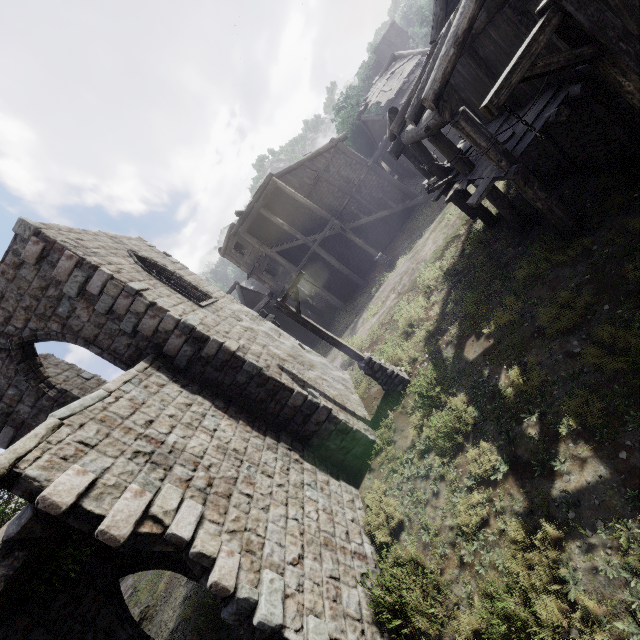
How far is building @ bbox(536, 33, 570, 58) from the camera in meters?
6.6 m

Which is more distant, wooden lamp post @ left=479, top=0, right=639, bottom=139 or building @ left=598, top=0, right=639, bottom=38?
building @ left=598, top=0, right=639, bottom=38

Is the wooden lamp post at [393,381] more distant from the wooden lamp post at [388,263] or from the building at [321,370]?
the wooden lamp post at [388,263]

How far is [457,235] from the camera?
15.6m

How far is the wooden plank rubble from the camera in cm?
2255

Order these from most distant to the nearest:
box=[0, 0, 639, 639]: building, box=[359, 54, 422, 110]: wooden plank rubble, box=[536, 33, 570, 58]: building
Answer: box=[359, 54, 422, 110]: wooden plank rubble
box=[536, 33, 570, 58]: building
box=[0, 0, 639, 639]: building

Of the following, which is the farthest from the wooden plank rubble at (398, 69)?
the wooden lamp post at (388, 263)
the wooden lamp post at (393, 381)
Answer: the wooden lamp post at (393, 381)

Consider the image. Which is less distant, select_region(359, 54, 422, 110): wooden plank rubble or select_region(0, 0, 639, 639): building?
select_region(0, 0, 639, 639): building
